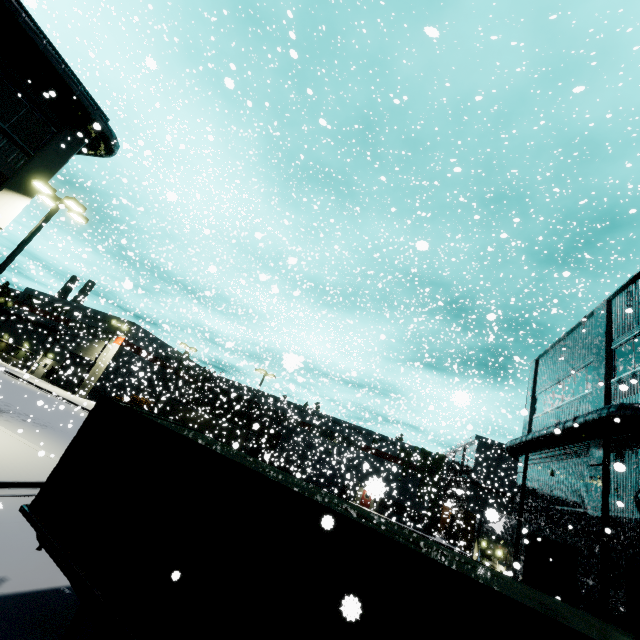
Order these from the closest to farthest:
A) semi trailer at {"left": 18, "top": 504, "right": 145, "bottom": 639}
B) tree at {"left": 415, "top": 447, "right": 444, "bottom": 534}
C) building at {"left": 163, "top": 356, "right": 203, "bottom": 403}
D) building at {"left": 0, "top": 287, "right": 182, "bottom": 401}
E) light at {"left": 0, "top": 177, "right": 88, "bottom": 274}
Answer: semi trailer at {"left": 18, "top": 504, "right": 145, "bottom": 639}, light at {"left": 0, "top": 177, "right": 88, "bottom": 274}, building at {"left": 163, "top": 356, "right": 203, "bottom": 403}, building at {"left": 0, "top": 287, "right": 182, "bottom": 401}, tree at {"left": 415, "top": 447, "right": 444, "bottom": 534}

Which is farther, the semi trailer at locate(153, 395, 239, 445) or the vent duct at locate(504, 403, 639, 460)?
the semi trailer at locate(153, 395, 239, 445)

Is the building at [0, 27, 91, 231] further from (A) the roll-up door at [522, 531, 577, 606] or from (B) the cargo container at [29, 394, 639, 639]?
(B) the cargo container at [29, 394, 639, 639]

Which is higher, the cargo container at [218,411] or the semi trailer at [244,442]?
the cargo container at [218,411]

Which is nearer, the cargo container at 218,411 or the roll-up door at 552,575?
the roll-up door at 552,575

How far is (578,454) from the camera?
14.3 meters

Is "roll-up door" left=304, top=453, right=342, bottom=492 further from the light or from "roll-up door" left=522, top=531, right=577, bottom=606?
the light

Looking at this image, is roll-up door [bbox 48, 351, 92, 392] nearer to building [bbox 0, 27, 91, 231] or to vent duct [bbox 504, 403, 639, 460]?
building [bbox 0, 27, 91, 231]
